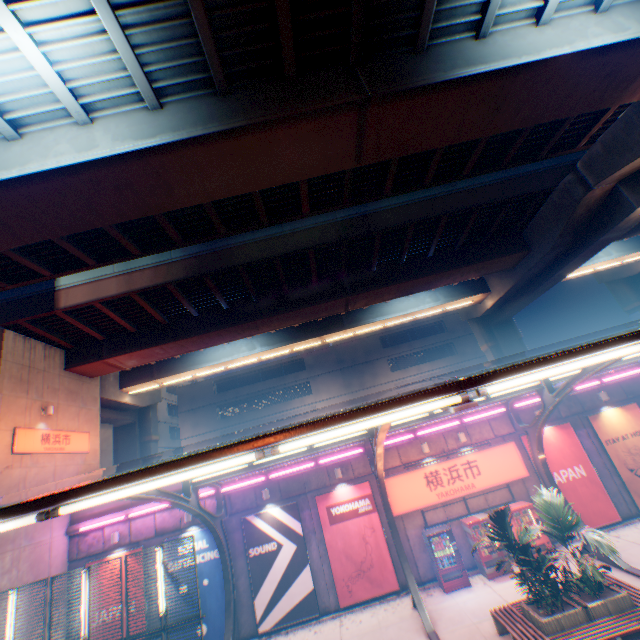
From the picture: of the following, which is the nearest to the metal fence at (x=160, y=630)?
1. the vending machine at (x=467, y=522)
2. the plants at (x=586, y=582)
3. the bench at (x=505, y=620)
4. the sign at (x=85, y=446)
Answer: the sign at (x=85, y=446)

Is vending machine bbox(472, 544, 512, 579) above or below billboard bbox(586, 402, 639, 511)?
below

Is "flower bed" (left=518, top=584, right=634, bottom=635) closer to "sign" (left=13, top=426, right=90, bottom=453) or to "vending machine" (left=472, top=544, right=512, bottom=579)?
"vending machine" (left=472, top=544, right=512, bottom=579)

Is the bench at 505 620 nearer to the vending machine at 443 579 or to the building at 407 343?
the vending machine at 443 579

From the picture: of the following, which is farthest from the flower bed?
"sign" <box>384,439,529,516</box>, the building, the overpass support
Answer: the building

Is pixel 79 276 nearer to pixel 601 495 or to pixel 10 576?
Answer: pixel 10 576

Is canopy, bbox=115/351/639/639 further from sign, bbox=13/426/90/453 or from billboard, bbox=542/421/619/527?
sign, bbox=13/426/90/453

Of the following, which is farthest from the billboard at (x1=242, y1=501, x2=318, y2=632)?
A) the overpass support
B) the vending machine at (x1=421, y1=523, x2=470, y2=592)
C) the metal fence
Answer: the overpass support
